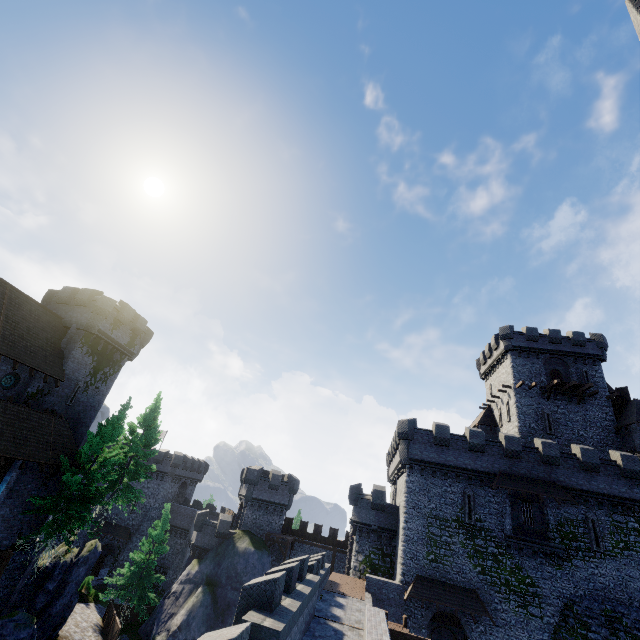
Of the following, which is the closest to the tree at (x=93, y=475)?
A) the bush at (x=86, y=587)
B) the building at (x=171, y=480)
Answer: the bush at (x=86, y=587)

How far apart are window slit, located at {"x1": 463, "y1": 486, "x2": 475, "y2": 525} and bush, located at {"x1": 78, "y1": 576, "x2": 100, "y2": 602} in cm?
3786

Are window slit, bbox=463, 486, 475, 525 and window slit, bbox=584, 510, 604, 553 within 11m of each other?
yes

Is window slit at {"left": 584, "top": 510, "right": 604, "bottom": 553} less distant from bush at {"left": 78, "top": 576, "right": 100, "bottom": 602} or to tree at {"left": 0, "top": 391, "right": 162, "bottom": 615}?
tree at {"left": 0, "top": 391, "right": 162, "bottom": 615}

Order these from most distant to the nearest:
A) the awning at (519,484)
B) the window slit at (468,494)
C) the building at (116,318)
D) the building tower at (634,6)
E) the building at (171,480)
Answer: the building at (171,480) < the window slit at (468,494) < the awning at (519,484) < the building at (116,318) < the building tower at (634,6)

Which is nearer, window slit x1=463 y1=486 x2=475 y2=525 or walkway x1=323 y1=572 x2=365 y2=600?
walkway x1=323 y1=572 x2=365 y2=600

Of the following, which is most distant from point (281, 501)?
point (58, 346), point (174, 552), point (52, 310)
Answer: point (52, 310)

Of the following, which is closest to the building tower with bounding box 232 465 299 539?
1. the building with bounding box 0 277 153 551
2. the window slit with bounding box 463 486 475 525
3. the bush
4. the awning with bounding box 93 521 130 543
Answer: the bush
